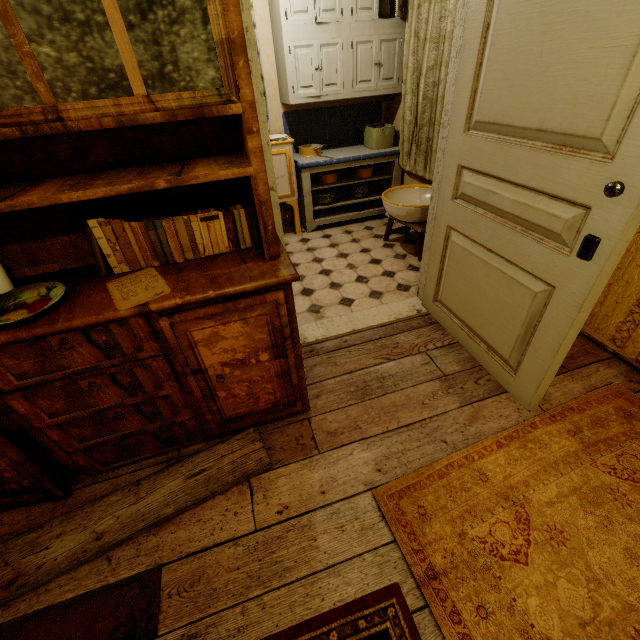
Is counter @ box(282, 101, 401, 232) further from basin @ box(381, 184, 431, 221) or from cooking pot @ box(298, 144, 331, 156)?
basin @ box(381, 184, 431, 221)

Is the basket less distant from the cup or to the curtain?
the curtain

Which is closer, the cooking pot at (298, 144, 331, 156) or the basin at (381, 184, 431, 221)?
the basin at (381, 184, 431, 221)

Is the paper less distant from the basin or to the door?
the door

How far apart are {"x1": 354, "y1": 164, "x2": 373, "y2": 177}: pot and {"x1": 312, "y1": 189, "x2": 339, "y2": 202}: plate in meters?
0.3 m

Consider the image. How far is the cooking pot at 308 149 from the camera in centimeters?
364cm

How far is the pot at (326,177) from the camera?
3.9 meters

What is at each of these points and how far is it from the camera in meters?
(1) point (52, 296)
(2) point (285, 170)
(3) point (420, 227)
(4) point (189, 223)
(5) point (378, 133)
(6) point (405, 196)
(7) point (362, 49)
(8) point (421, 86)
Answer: (1) plate, 1.3 m
(2) stove, 3.5 m
(3) stool, 3.1 m
(4) book, 1.4 m
(5) basket, 3.7 m
(6) basin, 3.5 m
(7) cabinet, 3.2 m
(8) curtain, 3.1 m
